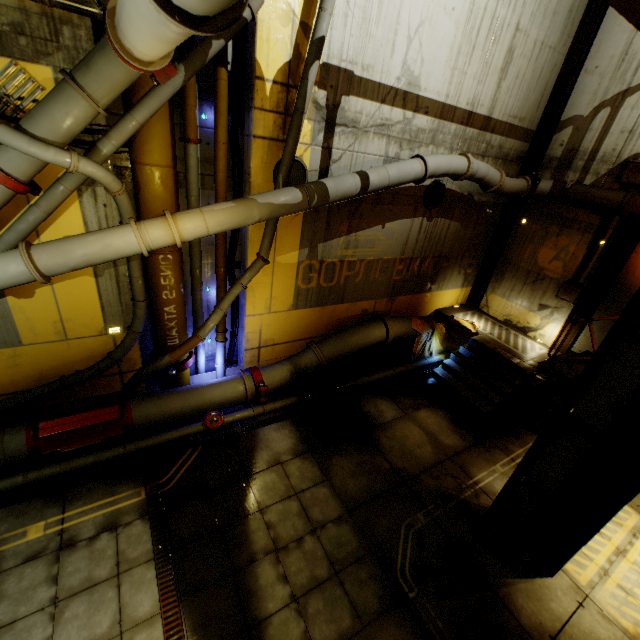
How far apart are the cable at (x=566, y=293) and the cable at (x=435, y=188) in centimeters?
451cm

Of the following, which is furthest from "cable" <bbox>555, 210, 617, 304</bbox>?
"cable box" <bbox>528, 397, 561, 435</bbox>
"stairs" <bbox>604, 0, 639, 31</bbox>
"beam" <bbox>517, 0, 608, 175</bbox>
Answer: "cable box" <bbox>528, 397, 561, 435</bbox>

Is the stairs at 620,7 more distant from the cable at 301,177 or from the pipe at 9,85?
the pipe at 9,85

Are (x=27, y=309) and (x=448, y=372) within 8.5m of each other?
no

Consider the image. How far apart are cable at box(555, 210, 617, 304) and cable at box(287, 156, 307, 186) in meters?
8.6

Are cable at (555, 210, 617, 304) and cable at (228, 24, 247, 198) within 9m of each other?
no

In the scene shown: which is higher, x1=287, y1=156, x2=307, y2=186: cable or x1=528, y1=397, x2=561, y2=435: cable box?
x1=287, y1=156, x2=307, y2=186: cable

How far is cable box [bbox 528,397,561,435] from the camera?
5.1m
